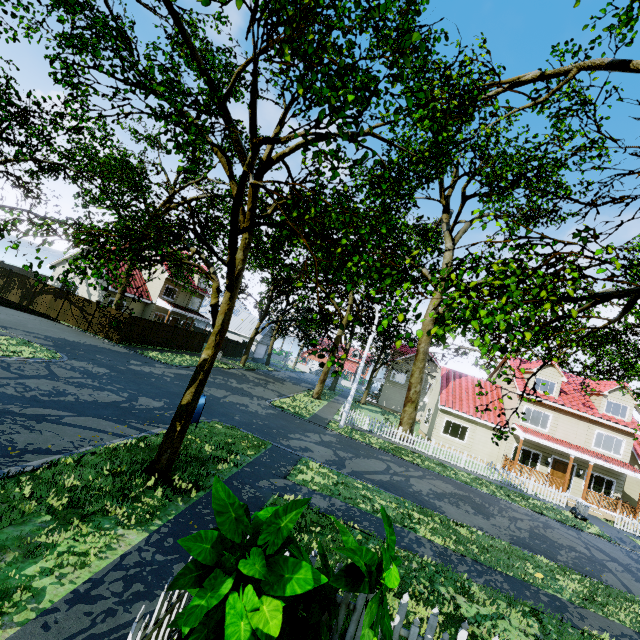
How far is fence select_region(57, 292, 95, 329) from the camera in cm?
Result: 2339

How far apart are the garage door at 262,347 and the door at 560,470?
37.1 meters

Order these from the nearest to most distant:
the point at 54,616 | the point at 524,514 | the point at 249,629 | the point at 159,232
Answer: the point at 249,629
the point at 54,616
the point at 524,514
the point at 159,232

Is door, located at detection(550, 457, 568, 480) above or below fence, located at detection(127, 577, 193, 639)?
above

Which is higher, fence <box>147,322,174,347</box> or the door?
the door

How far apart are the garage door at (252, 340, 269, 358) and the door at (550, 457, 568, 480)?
37.1 meters

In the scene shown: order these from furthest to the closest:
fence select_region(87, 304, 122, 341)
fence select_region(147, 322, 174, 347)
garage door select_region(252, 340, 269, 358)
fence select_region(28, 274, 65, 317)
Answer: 1. garage door select_region(252, 340, 269, 358)
2. fence select_region(147, 322, 174, 347)
3. fence select_region(28, 274, 65, 317)
4. fence select_region(87, 304, 122, 341)

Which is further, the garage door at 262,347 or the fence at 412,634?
the garage door at 262,347
